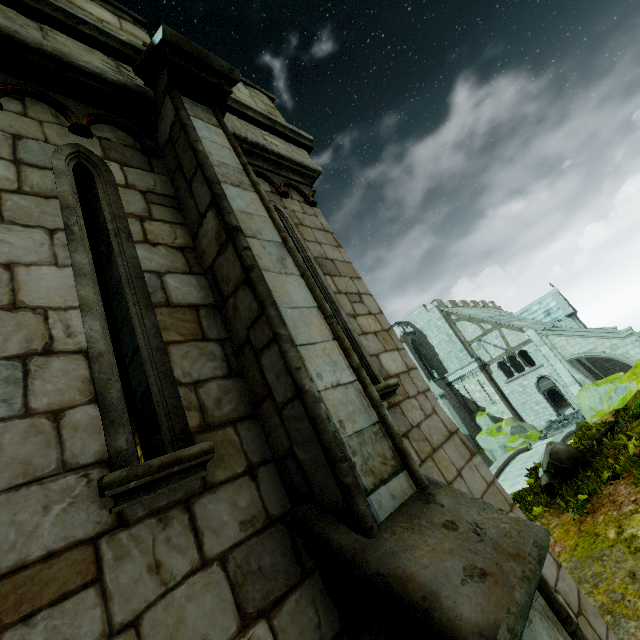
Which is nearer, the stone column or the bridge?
the stone column

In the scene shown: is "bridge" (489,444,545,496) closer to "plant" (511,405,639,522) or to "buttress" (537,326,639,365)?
"plant" (511,405,639,522)

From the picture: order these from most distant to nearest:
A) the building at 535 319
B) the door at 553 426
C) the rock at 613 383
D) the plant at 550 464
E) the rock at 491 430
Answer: the building at 535 319 → the rock at 491 430 → the door at 553 426 → the rock at 613 383 → the plant at 550 464

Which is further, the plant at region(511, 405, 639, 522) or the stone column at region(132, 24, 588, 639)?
the plant at region(511, 405, 639, 522)

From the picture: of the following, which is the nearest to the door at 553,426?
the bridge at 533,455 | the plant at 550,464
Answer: the bridge at 533,455

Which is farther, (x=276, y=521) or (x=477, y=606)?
(x=276, y=521)

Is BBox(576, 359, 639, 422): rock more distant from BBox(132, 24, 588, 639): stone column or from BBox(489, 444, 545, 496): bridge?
BBox(132, 24, 588, 639): stone column

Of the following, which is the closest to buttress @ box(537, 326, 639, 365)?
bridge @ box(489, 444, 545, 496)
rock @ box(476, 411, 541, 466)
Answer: rock @ box(476, 411, 541, 466)
